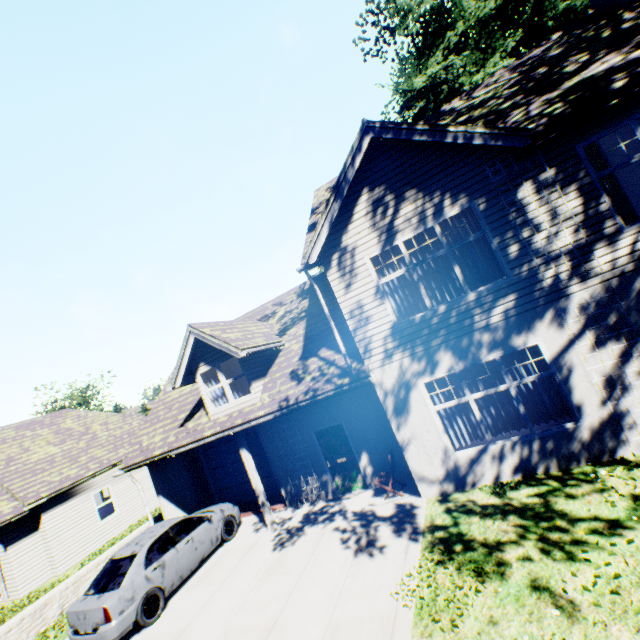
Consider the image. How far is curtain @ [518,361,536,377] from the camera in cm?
748

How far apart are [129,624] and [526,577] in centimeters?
852cm

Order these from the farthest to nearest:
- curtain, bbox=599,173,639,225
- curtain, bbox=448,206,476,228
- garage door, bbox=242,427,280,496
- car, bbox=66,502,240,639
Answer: garage door, bbox=242,427,280,496 → curtain, bbox=448,206,476,228 → car, bbox=66,502,240,639 → curtain, bbox=599,173,639,225

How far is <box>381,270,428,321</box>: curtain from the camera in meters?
8.4

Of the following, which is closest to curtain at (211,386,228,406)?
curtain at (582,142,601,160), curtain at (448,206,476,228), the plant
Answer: curtain at (448,206,476,228)

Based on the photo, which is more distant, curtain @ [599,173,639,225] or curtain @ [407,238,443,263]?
curtain @ [407,238,443,263]

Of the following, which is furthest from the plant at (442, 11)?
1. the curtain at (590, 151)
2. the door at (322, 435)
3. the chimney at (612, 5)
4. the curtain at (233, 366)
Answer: the door at (322, 435)

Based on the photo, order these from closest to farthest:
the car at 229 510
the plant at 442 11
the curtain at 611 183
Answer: the curtain at 611 183
the car at 229 510
the plant at 442 11
